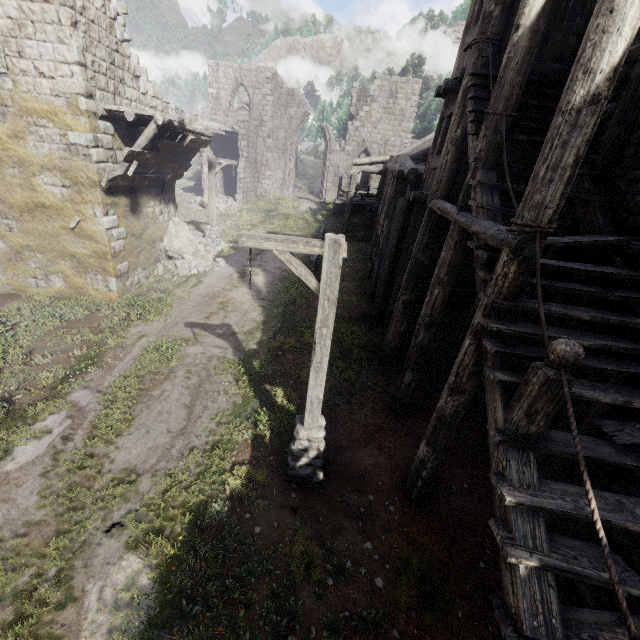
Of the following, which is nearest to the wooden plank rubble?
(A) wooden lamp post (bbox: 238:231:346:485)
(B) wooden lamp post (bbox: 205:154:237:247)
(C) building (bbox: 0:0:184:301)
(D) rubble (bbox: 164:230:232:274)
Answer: (C) building (bbox: 0:0:184:301)

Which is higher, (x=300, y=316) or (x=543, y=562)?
(x=543, y=562)

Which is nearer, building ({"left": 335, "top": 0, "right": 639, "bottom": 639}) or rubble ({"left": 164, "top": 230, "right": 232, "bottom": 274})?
building ({"left": 335, "top": 0, "right": 639, "bottom": 639})

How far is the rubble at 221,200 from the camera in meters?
26.2 m

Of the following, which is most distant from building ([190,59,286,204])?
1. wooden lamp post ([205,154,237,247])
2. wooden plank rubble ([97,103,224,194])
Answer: wooden lamp post ([205,154,237,247])

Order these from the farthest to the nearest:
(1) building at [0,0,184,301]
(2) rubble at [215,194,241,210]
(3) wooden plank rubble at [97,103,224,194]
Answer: (2) rubble at [215,194,241,210]
(3) wooden plank rubble at [97,103,224,194]
(1) building at [0,0,184,301]

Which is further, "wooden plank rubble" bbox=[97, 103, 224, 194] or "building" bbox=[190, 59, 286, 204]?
"building" bbox=[190, 59, 286, 204]

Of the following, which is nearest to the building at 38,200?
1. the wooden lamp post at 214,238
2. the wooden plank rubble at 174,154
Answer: the wooden plank rubble at 174,154
